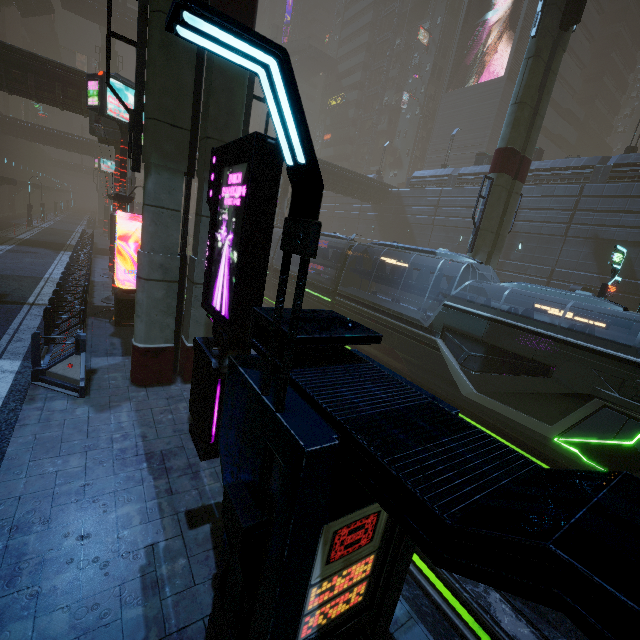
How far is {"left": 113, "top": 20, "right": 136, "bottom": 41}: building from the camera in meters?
46.0

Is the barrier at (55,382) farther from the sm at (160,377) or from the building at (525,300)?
the sm at (160,377)

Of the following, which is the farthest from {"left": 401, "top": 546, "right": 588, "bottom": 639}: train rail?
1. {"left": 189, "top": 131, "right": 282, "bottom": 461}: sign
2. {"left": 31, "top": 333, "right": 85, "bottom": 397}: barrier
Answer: {"left": 31, "top": 333, "right": 85, "bottom": 397}: barrier

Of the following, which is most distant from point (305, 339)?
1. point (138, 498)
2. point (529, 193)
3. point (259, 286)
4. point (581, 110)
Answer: point (581, 110)

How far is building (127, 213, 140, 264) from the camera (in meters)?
25.08

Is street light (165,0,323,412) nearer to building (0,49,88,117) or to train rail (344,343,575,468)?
building (0,49,88,117)

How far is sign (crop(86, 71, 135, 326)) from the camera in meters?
12.5 m

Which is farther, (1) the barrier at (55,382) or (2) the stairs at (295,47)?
(2) the stairs at (295,47)
